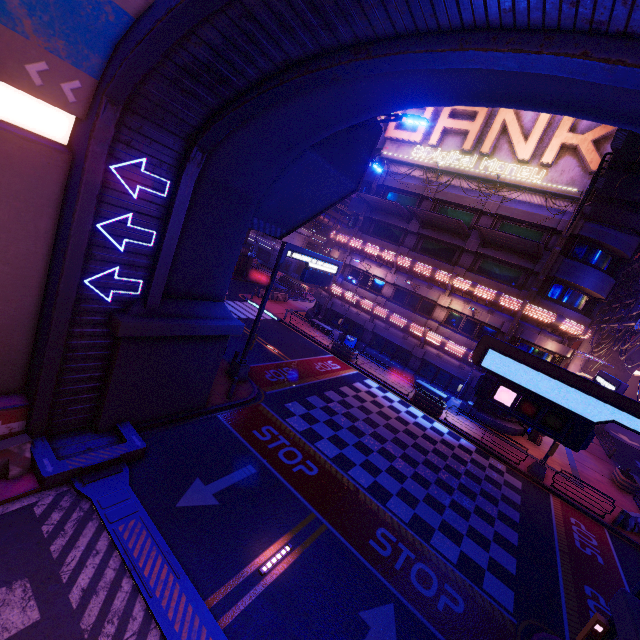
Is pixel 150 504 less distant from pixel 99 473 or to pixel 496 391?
pixel 99 473

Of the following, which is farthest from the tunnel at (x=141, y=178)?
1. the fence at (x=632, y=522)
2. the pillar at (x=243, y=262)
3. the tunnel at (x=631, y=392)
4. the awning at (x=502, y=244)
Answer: the tunnel at (x=631, y=392)

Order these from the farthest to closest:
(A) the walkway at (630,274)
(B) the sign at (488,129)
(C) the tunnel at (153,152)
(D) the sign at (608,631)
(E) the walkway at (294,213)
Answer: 1. (A) the walkway at (630,274)
2. (B) the sign at (488,129)
3. (E) the walkway at (294,213)
4. (D) the sign at (608,631)
5. (C) the tunnel at (153,152)

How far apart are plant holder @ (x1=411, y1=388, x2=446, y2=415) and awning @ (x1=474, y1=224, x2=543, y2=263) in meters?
11.5

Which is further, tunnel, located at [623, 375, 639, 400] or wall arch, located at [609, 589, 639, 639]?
tunnel, located at [623, 375, 639, 400]

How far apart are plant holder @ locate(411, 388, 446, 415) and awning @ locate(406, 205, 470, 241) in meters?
Result: 11.8

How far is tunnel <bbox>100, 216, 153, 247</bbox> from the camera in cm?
797
